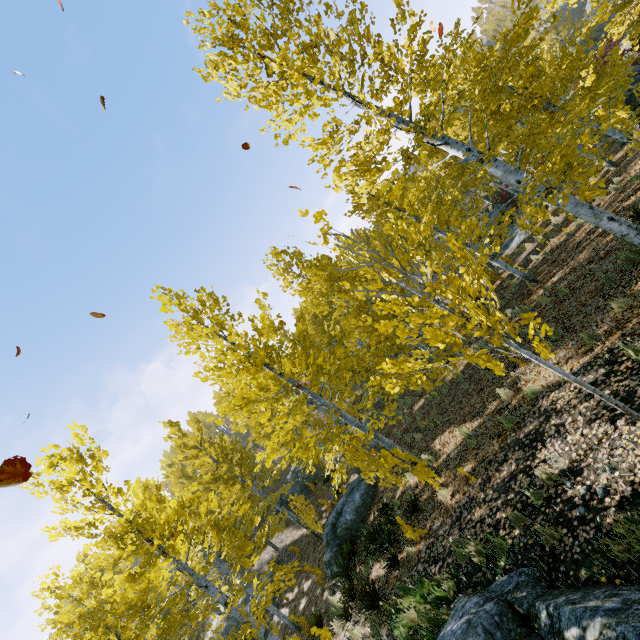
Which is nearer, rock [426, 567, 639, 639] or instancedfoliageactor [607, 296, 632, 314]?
rock [426, 567, 639, 639]

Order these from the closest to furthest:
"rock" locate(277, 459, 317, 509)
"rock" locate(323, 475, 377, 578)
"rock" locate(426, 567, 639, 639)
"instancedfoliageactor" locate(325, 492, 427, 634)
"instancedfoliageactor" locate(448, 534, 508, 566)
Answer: "rock" locate(426, 567, 639, 639)
"instancedfoliageactor" locate(448, 534, 508, 566)
"instancedfoliageactor" locate(325, 492, 427, 634)
"rock" locate(323, 475, 377, 578)
"rock" locate(277, 459, 317, 509)

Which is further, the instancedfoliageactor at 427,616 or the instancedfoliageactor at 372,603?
the instancedfoliageactor at 372,603

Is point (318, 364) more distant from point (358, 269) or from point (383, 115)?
point (383, 115)

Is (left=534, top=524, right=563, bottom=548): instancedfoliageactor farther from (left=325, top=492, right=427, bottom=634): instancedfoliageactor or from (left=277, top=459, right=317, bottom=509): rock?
(left=325, top=492, right=427, bottom=634): instancedfoliageactor

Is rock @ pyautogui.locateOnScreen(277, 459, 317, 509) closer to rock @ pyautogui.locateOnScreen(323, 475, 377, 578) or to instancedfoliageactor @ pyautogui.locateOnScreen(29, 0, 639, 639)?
instancedfoliageactor @ pyautogui.locateOnScreen(29, 0, 639, 639)

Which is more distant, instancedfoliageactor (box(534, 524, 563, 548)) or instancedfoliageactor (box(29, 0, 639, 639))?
instancedfoliageactor (box(29, 0, 639, 639))

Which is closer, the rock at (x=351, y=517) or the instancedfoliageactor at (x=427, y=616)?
the instancedfoliageactor at (x=427, y=616)
